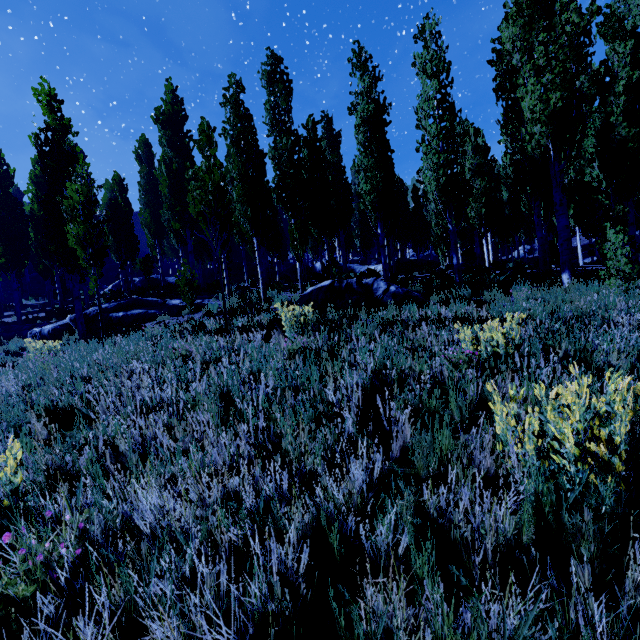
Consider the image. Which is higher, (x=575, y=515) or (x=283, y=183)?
(x=283, y=183)

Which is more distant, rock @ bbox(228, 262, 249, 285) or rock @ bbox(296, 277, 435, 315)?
rock @ bbox(228, 262, 249, 285)

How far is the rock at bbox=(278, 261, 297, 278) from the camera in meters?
26.9 m

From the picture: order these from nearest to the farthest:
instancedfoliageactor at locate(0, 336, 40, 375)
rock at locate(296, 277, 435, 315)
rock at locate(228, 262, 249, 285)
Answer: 1. instancedfoliageactor at locate(0, 336, 40, 375)
2. rock at locate(296, 277, 435, 315)
3. rock at locate(228, 262, 249, 285)

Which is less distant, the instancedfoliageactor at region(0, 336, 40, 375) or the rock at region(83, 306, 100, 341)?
the instancedfoliageactor at region(0, 336, 40, 375)

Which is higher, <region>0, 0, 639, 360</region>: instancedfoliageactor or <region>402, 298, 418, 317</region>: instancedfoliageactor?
<region>0, 0, 639, 360</region>: instancedfoliageactor

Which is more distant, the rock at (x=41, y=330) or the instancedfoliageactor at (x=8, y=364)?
the rock at (x=41, y=330)

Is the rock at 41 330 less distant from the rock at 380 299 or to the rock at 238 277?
the rock at 380 299
